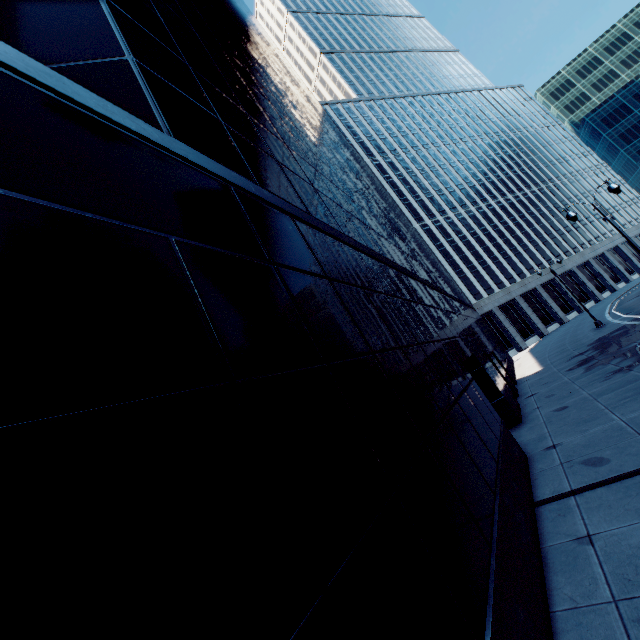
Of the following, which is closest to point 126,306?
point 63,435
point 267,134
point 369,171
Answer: point 63,435
